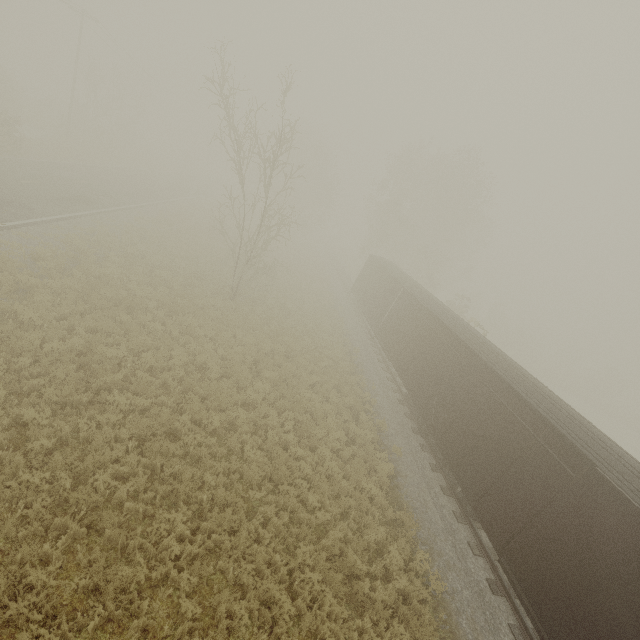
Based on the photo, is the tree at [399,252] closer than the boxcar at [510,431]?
No

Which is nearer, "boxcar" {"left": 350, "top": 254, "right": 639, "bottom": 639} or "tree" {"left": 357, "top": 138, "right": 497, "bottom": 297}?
"boxcar" {"left": 350, "top": 254, "right": 639, "bottom": 639}

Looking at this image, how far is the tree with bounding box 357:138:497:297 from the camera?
35.41m

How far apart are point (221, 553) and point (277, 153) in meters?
15.3 m

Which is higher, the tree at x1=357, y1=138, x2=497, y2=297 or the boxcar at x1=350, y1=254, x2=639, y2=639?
the tree at x1=357, y1=138, x2=497, y2=297

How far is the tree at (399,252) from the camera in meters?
35.4
